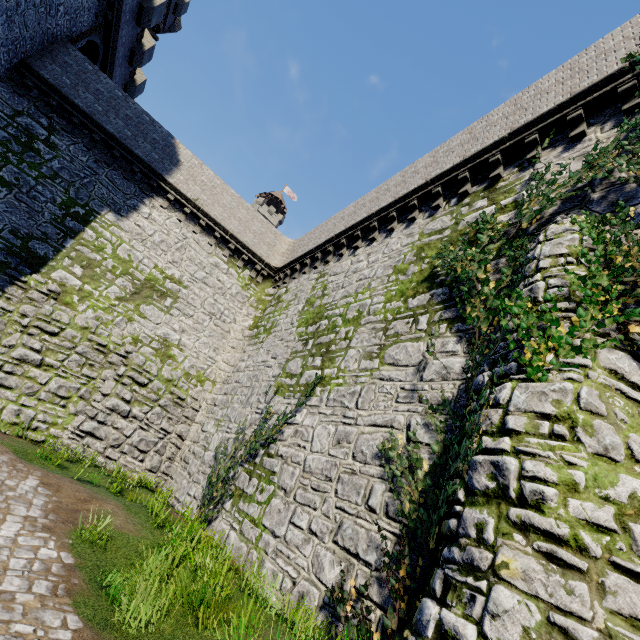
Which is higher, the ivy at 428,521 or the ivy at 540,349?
the ivy at 540,349

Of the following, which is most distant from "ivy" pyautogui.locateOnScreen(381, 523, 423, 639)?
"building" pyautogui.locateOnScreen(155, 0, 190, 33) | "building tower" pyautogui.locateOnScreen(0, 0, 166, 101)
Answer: "building" pyautogui.locateOnScreen(155, 0, 190, 33)

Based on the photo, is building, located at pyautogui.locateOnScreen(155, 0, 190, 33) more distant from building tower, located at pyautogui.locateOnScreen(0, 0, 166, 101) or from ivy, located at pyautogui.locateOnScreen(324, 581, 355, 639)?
ivy, located at pyautogui.locateOnScreen(324, 581, 355, 639)

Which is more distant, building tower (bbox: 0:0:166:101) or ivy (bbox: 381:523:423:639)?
building tower (bbox: 0:0:166:101)

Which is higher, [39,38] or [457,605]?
[39,38]

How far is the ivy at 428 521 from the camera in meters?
4.7 m
